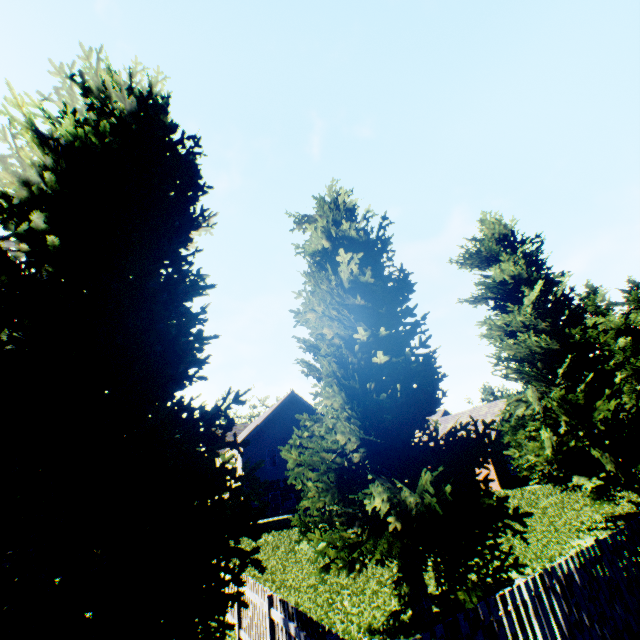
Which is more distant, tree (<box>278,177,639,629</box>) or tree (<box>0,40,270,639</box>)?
tree (<box>278,177,639,629</box>)

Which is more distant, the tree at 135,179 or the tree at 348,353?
the tree at 348,353

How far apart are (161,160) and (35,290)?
3.3 meters
